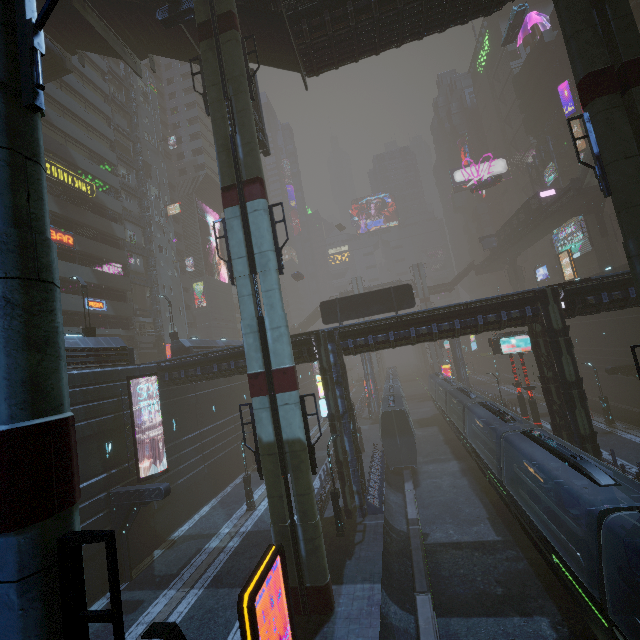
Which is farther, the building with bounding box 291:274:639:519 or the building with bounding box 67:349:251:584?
the building with bounding box 291:274:639:519

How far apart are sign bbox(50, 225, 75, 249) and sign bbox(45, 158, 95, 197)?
4.3 meters

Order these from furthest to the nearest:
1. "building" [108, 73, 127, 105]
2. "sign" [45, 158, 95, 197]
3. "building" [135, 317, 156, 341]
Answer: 1. "building" [108, 73, 127, 105]
2. "building" [135, 317, 156, 341]
3. "sign" [45, 158, 95, 197]

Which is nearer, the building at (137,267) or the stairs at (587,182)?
the stairs at (587,182)

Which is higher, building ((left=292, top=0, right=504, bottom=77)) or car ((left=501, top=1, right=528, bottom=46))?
car ((left=501, top=1, right=528, bottom=46))

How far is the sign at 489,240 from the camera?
58.9 meters

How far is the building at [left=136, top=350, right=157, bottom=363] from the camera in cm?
3916

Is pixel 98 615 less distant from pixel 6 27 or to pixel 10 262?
pixel 10 262
